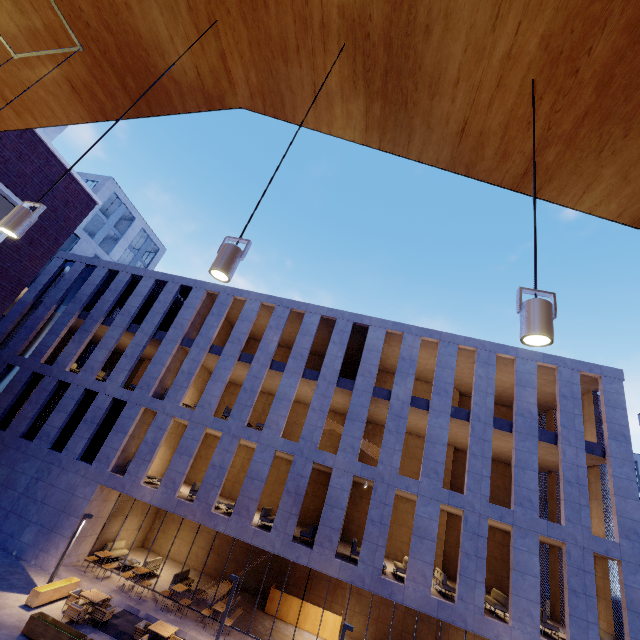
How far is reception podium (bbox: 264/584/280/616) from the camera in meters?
17.0 m

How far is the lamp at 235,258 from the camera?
2.2 meters

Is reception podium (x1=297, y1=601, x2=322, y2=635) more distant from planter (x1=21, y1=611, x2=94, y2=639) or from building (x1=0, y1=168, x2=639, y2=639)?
planter (x1=21, y1=611, x2=94, y2=639)

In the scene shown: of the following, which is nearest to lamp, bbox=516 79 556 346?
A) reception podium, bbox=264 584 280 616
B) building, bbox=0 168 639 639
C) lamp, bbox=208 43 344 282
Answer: lamp, bbox=208 43 344 282

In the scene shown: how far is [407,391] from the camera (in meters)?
16.88

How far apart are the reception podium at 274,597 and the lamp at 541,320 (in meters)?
21.32

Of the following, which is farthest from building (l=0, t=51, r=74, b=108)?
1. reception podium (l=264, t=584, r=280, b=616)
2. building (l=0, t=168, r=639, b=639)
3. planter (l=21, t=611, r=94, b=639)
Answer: reception podium (l=264, t=584, r=280, b=616)

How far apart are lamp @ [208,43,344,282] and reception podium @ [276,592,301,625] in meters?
21.3
